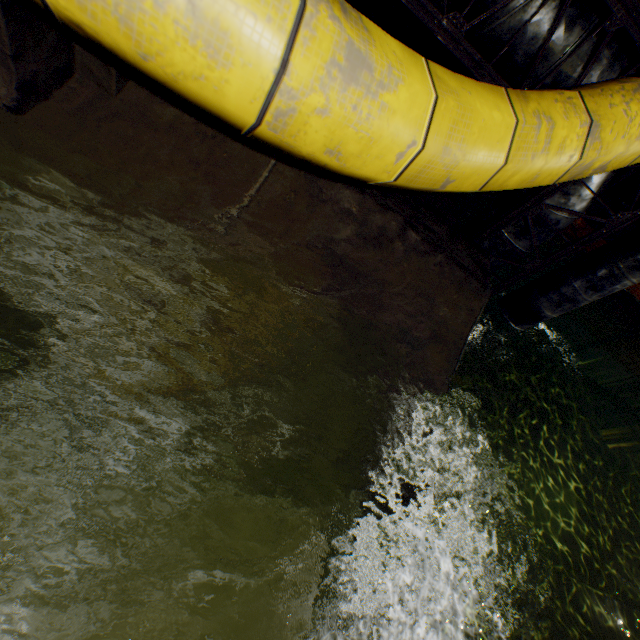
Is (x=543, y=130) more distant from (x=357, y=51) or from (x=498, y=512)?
(x=498, y=512)

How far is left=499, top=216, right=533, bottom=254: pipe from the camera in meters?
2.9 m

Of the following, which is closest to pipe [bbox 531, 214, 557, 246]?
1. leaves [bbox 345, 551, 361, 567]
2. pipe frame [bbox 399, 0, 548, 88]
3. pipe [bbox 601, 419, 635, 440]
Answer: pipe frame [bbox 399, 0, 548, 88]

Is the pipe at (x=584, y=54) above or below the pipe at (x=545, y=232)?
above

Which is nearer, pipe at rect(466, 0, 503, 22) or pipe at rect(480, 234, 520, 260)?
pipe at rect(466, 0, 503, 22)

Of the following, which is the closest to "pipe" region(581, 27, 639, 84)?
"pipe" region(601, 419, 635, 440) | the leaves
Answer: the leaves

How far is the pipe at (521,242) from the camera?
2.90m

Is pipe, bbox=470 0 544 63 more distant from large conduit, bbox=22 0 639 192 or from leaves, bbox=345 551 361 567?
leaves, bbox=345 551 361 567
